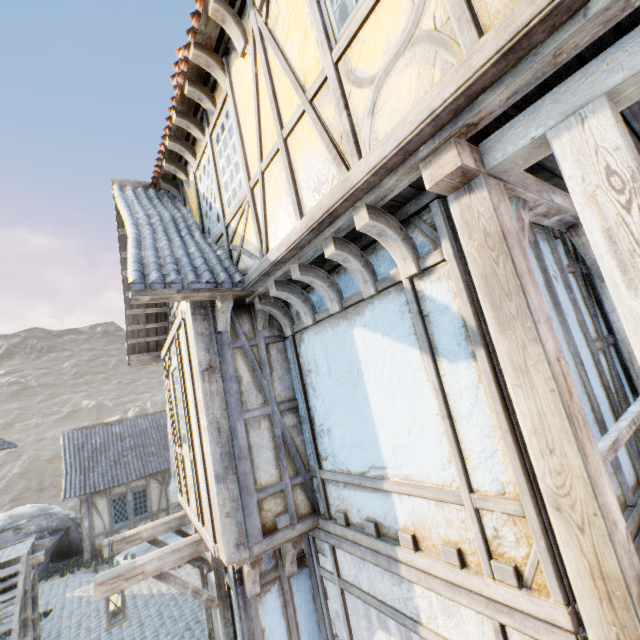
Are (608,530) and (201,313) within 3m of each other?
no

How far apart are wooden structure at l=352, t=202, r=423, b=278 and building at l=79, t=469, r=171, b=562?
18.92m

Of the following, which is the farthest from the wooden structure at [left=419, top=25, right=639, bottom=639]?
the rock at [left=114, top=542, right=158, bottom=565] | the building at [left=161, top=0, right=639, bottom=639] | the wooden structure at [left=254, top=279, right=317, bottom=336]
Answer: the rock at [left=114, top=542, right=158, bottom=565]

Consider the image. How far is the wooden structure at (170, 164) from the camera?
5.4m

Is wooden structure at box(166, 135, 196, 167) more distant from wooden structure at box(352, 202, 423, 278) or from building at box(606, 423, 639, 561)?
wooden structure at box(352, 202, 423, 278)

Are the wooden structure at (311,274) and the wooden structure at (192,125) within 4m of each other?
yes

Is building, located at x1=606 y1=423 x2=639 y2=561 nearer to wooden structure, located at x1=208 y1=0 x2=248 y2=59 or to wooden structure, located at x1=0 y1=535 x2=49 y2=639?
wooden structure, located at x1=208 y1=0 x2=248 y2=59

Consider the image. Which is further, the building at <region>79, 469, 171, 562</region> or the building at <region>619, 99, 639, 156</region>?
the building at <region>79, 469, 171, 562</region>
